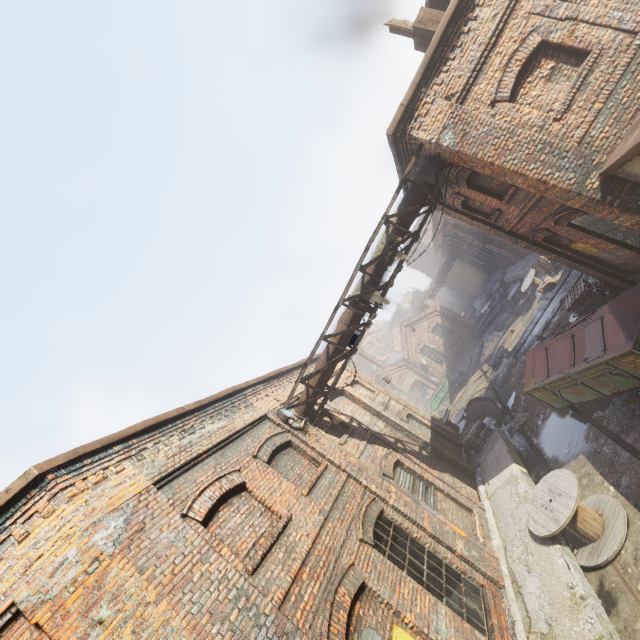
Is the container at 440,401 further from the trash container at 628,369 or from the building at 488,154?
the building at 488,154

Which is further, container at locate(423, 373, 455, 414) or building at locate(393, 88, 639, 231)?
container at locate(423, 373, 455, 414)

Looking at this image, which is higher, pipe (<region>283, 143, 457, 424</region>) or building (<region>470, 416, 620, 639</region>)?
pipe (<region>283, 143, 457, 424</region>)

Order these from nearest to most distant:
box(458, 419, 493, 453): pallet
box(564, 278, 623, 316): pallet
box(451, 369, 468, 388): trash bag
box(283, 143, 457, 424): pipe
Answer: box(283, 143, 457, 424): pipe → box(564, 278, 623, 316): pallet → box(458, 419, 493, 453): pallet → box(451, 369, 468, 388): trash bag

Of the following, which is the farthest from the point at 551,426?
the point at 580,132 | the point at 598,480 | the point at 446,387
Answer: the point at 446,387

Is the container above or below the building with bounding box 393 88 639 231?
below

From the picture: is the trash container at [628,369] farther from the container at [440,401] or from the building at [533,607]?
the container at [440,401]

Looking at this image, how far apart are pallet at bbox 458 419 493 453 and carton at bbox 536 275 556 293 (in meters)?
10.10
